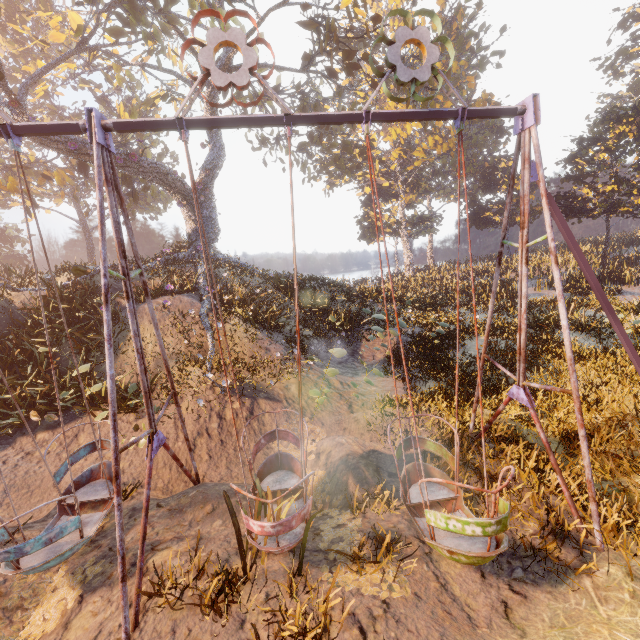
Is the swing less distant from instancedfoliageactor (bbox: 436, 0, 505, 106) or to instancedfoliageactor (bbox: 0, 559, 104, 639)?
instancedfoliageactor (bbox: 0, 559, 104, 639)

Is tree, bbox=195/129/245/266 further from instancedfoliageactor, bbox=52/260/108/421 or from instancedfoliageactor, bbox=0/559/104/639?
instancedfoliageactor, bbox=0/559/104/639

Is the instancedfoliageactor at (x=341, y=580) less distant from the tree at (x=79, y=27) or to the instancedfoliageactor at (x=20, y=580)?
the instancedfoliageactor at (x=20, y=580)

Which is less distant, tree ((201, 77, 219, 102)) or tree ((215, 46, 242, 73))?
tree ((215, 46, 242, 73))

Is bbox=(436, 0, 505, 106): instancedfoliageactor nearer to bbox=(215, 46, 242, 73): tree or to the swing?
bbox=(215, 46, 242, 73): tree

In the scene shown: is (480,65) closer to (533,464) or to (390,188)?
(390,188)

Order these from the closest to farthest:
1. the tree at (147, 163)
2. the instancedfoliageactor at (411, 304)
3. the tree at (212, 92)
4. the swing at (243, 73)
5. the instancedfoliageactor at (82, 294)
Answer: the swing at (243, 73) < the instancedfoliageactor at (82, 294) < the instancedfoliageactor at (411, 304) < the tree at (147, 163) < the tree at (212, 92)

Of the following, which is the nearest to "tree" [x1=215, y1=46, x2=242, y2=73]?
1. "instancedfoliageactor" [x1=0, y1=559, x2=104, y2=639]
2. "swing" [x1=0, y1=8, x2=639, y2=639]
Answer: "swing" [x1=0, y1=8, x2=639, y2=639]
